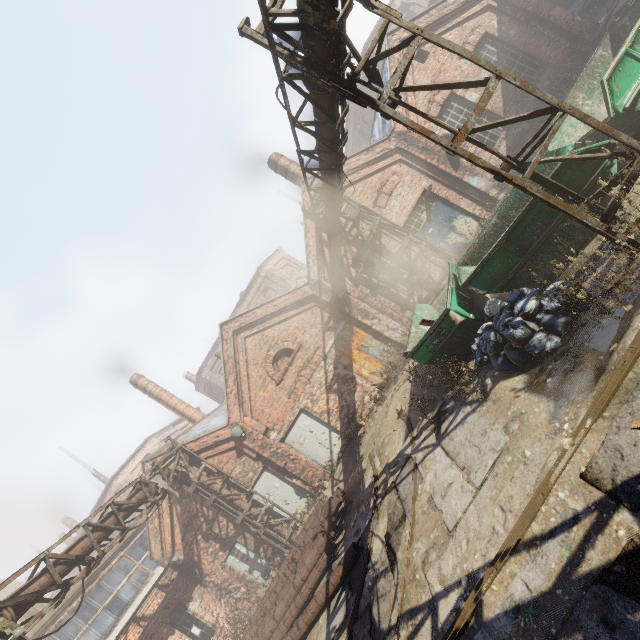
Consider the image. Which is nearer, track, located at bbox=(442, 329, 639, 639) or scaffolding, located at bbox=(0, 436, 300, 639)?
track, located at bbox=(442, 329, 639, 639)

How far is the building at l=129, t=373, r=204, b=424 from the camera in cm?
2067

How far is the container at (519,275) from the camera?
6.3 meters

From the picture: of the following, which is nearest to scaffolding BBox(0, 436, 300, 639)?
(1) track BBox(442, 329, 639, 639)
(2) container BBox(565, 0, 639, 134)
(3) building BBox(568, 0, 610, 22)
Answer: (1) track BBox(442, 329, 639, 639)

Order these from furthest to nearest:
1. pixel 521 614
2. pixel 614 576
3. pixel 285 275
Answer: pixel 285 275 → pixel 521 614 → pixel 614 576

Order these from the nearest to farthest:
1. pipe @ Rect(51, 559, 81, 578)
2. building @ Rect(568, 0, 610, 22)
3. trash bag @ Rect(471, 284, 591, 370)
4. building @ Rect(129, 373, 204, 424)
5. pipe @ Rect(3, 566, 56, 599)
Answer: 1. trash bag @ Rect(471, 284, 591, 370)
2. pipe @ Rect(3, 566, 56, 599)
3. pipe @ Rect(51, 559, 81, 578)
4. building @ Rect(568, 0, 610, 22)
5. building @ Rect(129, 373, 204, 424)

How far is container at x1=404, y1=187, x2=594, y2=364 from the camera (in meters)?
6.33

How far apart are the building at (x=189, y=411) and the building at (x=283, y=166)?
15.02m
